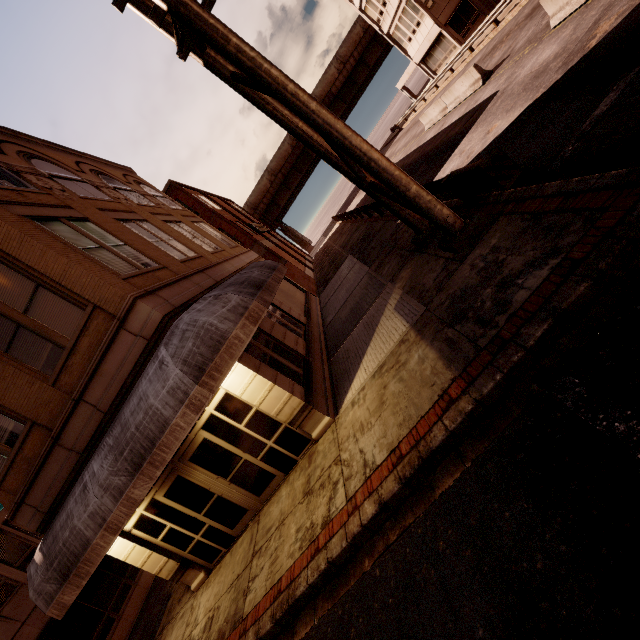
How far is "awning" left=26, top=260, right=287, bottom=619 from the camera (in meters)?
5.93

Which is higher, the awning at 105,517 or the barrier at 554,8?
the awning at 105,517

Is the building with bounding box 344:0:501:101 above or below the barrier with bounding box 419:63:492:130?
above

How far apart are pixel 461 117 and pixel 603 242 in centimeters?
1551cm

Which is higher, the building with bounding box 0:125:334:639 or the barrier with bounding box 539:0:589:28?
the building with bounding box 0:125:334:639

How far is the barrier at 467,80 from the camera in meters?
15.7 m

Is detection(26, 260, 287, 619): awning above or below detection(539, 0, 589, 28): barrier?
above

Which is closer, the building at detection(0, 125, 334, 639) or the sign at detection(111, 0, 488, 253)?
the sign at detection(111, 0, 488, 253)
